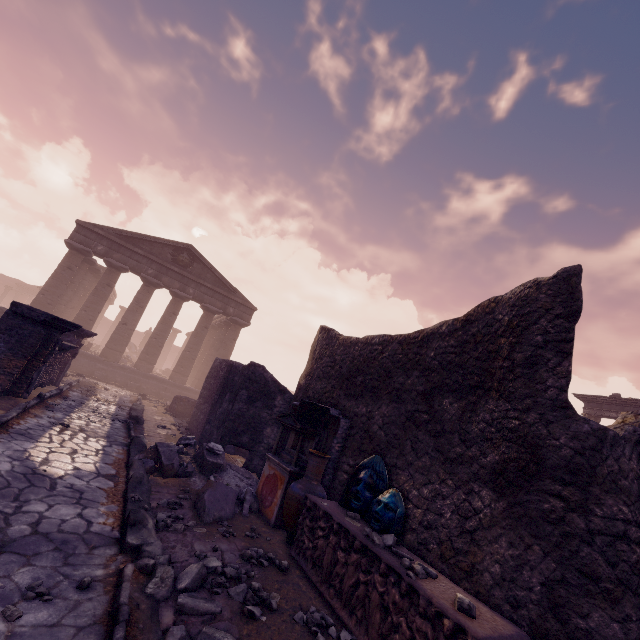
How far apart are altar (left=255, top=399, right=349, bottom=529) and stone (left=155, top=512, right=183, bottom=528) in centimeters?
130cm

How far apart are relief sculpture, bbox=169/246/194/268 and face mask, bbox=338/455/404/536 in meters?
19.6

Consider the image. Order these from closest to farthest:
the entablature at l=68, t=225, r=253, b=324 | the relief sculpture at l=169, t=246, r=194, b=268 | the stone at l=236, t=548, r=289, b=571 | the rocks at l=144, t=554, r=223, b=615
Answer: the rocks at l=144, t=554, r=223, b=615 → the stone at l=236, t=548, r=289, b=571 → the entablature at l=68, t=225, r=253, b=324 → the relief sculpture at l=169, t=246, r=194, b=268

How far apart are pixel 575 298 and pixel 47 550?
6.2 meters

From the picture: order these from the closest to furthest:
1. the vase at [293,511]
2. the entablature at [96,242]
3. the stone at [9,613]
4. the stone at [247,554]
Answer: the stone at [9,613], the stone at [247,554], the vase at [293,511], the entablature at [96,242]

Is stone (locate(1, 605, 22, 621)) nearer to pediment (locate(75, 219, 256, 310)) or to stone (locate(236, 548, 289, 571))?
stone (locate(236, 548, 289, 571))

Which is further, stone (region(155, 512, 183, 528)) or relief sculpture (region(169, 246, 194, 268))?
relief sculpture (region(169, 246, 194, 268))

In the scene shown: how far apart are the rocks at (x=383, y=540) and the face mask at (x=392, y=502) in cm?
9
